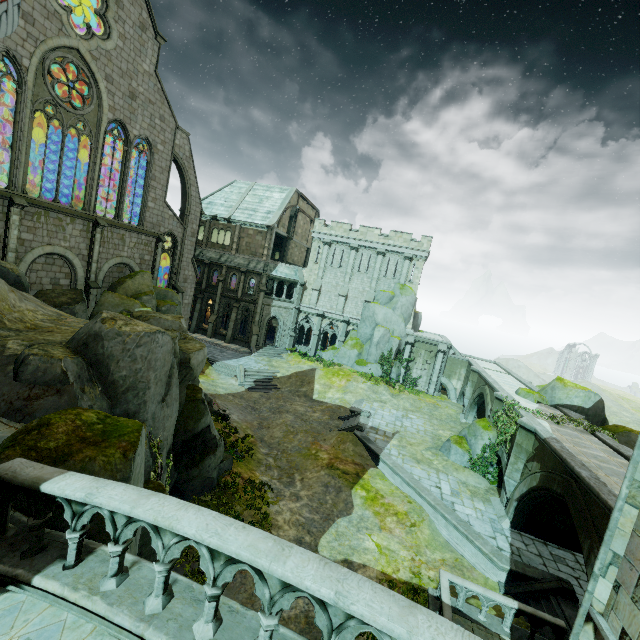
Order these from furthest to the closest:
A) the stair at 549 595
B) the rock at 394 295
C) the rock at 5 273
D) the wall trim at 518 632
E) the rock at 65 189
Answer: the rock at 394 295
the rock at 65 189
the rock at 5 273
the stair at 549 595
the wall trim at 518 632

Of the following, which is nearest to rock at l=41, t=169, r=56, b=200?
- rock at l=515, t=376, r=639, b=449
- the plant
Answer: rock at l=515, t=376, r=639, b=449

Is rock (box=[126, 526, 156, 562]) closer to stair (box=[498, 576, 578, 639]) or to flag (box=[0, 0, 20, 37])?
stair (box=[498, 576, 578, 639])

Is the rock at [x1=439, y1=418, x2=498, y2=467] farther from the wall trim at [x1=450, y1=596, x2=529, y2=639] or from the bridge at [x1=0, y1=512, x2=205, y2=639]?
the bridge at [x1=0, y1=512, x2=205, y2=639]

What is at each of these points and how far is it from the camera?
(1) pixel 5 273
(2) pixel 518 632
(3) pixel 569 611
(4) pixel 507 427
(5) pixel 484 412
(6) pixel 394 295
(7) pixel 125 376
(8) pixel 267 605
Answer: (1) rock, 15.0m
(2) wall trim, 10.2m
(3) wall trim, 11.4m
(4) plant, 18.5m
(5) bridge, 28.8m
(6) rock, 36.1m
(7) rock, 9.4m
(8) bridge railing, 3.3m

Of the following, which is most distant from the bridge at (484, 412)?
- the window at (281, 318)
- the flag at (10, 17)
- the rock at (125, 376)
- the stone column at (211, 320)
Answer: the flag at (10, 17)

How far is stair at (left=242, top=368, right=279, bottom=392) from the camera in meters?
28.7

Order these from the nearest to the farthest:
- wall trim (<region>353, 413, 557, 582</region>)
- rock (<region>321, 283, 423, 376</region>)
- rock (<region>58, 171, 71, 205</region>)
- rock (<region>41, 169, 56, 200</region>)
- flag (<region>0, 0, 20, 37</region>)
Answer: wall trim (<region>353, 413, 557, 582</region>)
flag (<region>0, 0, 20, 37</region>)
rock (<region>58, 171, 71, 205</region>)
rock (<region>41, 169, 56, 200</region>)
rock (<region>321, 283, 423, 376</region>)
